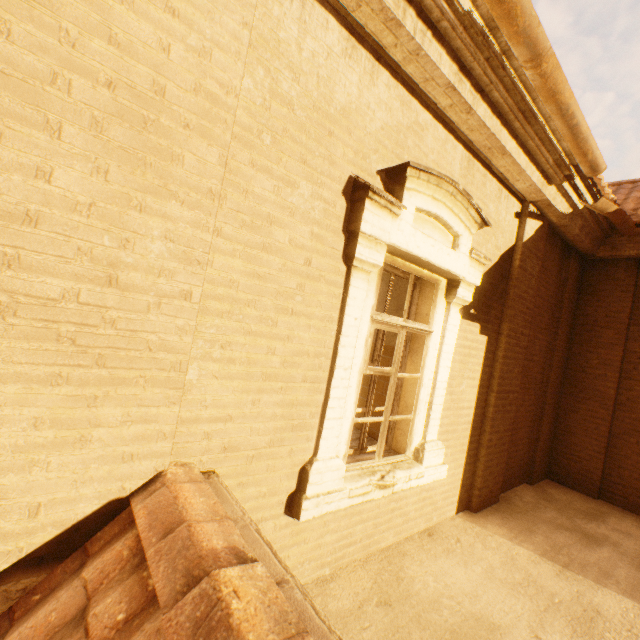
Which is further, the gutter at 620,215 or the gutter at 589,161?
the gutter at 620,215

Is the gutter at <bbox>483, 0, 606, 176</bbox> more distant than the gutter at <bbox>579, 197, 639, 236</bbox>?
No

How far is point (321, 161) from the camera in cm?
225
